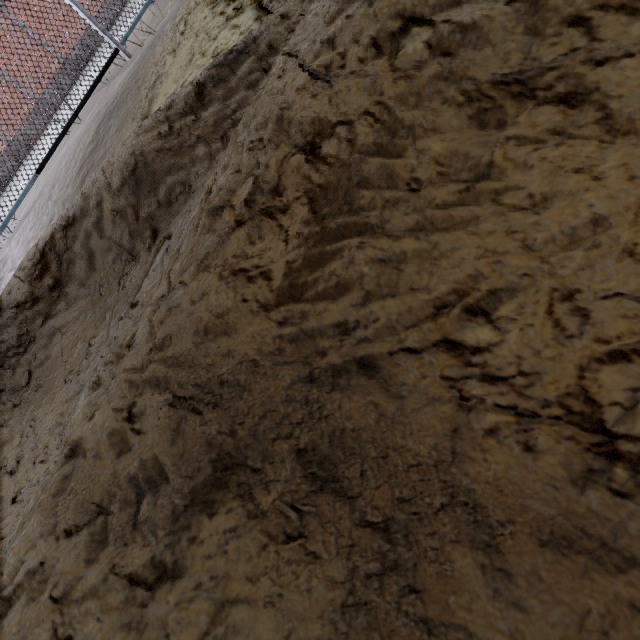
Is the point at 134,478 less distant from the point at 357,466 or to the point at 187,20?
the point at 357,466
